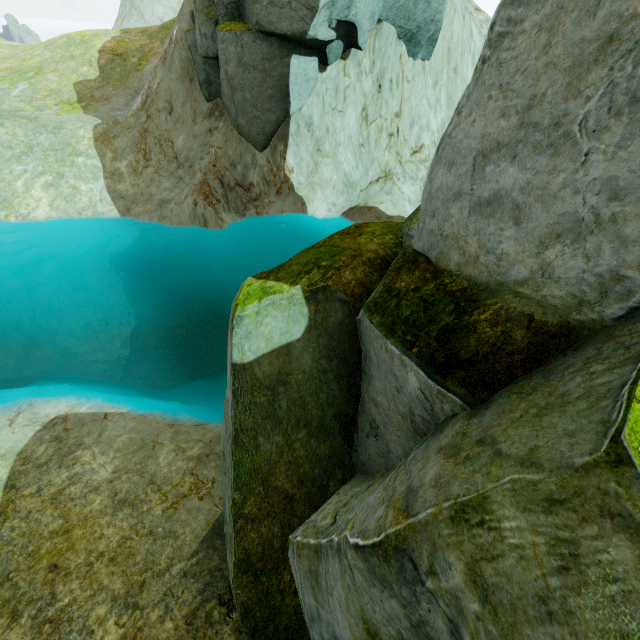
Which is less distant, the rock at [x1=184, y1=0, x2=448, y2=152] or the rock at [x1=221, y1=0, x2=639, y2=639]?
the rock at [x1=221, y1=0, x2=639, y2=639]

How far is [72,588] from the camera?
6.24m

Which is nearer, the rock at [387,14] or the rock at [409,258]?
the rock at [409,258]
